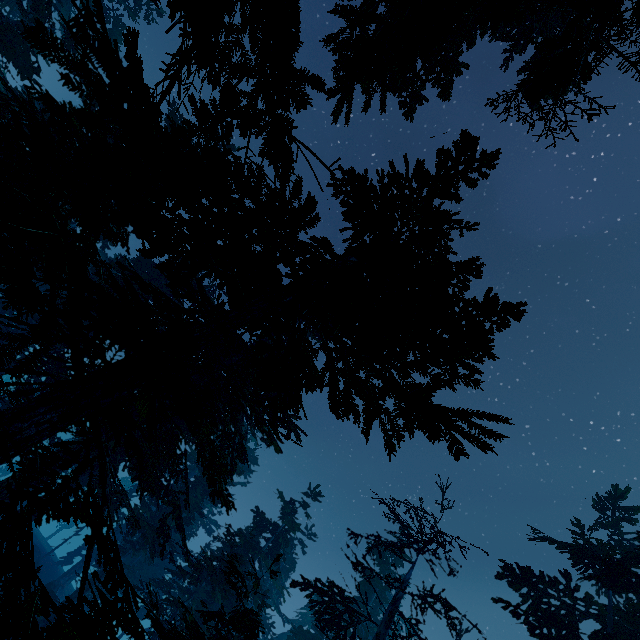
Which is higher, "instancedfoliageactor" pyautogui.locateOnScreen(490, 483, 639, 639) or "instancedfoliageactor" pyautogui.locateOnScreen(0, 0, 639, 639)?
"instancedfoliageactor" pyautogui.locateOnScreen(490, 483, 639, 639)

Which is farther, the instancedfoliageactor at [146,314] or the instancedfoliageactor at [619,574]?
the instancedfoliageactor at [619,574]

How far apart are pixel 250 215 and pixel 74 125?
8.6 meters

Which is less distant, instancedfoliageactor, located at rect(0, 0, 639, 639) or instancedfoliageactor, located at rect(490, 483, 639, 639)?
instancedfoliageactor, located at rect(0, 0, 639, 639)

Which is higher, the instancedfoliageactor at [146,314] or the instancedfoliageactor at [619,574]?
the instancedfoliageactor at [619,574]
